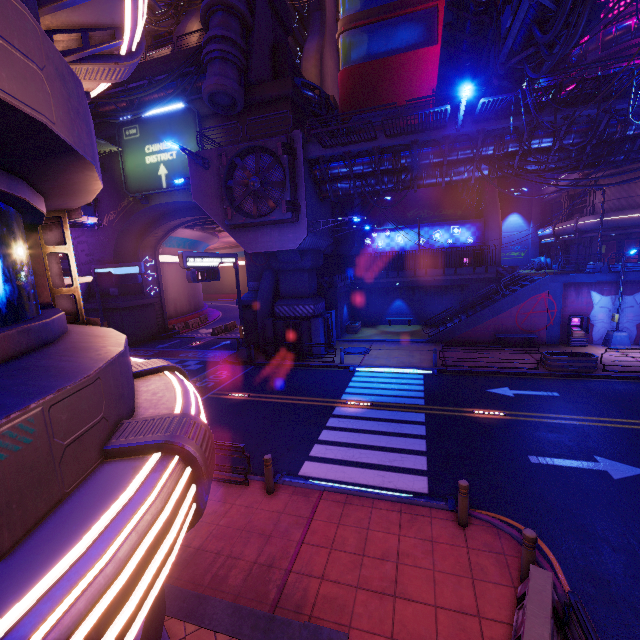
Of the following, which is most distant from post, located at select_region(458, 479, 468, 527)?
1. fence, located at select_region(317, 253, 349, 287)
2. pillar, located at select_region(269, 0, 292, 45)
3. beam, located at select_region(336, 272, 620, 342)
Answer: pillar, located at select_region(269, 0, 292, 45)

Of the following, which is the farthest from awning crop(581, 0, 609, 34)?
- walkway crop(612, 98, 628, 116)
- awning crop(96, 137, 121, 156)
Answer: awning crop(96, 137, 121, 156)

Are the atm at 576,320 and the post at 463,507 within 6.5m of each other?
no

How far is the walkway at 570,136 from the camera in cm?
1480

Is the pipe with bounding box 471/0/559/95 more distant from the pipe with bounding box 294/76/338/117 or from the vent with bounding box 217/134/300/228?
the pipe with bounding box 294/76/338/117

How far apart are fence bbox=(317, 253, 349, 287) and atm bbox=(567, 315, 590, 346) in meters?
15.8 m

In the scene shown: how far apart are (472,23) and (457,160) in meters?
6.5 m

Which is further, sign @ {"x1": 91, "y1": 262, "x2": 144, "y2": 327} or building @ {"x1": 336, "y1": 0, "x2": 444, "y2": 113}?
building @ {"x1": 336, "y1": 0, "x2": 444, "y2": 113}
